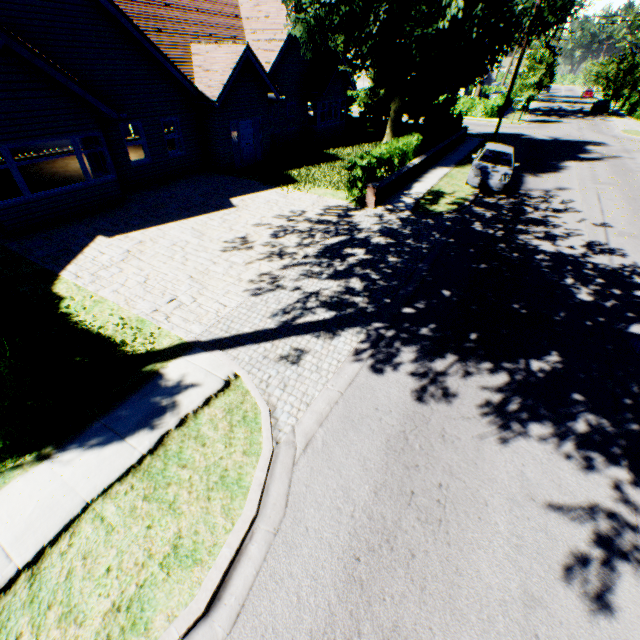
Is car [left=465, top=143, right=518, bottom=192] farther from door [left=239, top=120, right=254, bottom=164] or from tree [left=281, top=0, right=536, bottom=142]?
door [left=239, top=120, right=254, bottom=164]

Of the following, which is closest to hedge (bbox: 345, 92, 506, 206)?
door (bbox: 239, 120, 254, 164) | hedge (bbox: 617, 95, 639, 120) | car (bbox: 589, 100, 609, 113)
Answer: door (bbox: 239, 120, 254, 164)

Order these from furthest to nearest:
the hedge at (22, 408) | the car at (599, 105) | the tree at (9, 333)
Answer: the car at (599, 105)
the tree at (9, 333)
the hedge at (22, 408)

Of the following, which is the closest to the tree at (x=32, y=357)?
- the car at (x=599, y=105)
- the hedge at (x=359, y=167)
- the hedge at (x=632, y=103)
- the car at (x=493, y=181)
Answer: the hedge at (x=359, y=167)

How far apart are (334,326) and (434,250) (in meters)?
5.35

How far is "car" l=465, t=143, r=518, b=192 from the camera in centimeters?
1516cm

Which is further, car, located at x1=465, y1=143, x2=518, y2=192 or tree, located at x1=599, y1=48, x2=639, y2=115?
tree, located at x1=599, y1=48, x2=639, y2=115

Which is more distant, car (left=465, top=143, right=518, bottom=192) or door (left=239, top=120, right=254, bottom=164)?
door (left=239, top=120, right=254, bottom=164)
